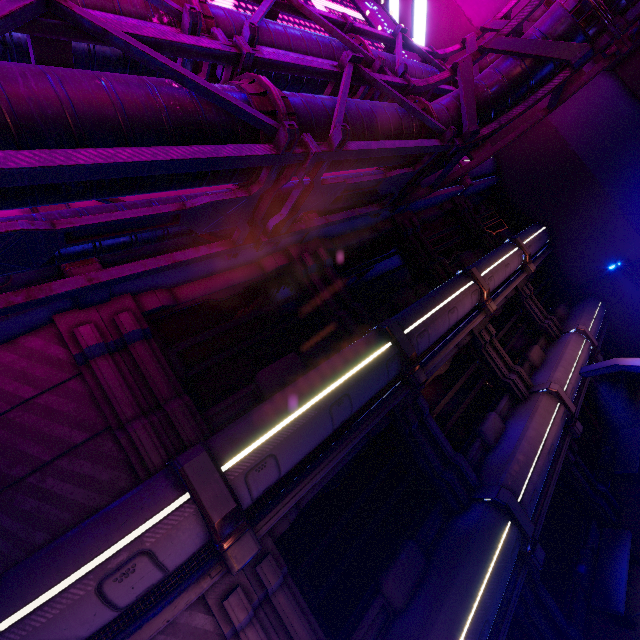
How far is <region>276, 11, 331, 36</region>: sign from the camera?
10.06m

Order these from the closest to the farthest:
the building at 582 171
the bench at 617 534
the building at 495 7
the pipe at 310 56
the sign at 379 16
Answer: the pipe at 310 56
the bench at 617 534
the sign at 379 16
the building at 582 171
the building at 495 7

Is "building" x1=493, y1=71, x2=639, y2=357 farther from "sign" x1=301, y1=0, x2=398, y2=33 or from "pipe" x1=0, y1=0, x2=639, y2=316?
"sign" x1=301, y1=0, x2=398, y2=33

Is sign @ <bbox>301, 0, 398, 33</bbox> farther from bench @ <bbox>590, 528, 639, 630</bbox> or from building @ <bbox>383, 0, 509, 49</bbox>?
bench @ <bbox>590, 528, 639, 630</bbox>

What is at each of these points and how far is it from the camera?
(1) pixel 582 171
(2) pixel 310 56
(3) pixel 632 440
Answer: (1) building, 15.2 meters
(2) pipe, 6.8 meters
(3) bench, 11.9 meters

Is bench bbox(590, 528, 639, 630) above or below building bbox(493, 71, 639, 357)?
below

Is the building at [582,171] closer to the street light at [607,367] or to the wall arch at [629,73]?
the wall arch at [629,73]

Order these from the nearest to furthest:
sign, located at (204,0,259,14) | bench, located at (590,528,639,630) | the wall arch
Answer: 1. bench, located at (590,528,639,630)
2. sign, located at (204,0,259,14)
3. the wall arch
